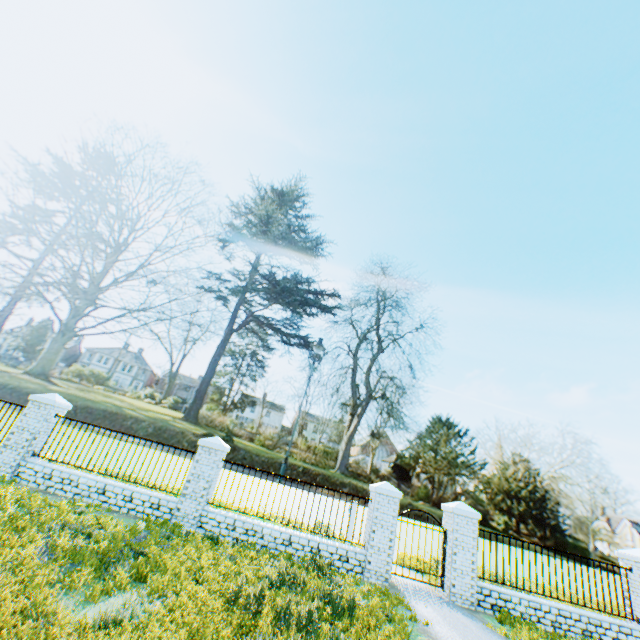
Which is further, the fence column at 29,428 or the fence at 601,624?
the fence column at 29,428

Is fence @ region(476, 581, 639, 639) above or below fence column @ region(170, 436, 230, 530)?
below

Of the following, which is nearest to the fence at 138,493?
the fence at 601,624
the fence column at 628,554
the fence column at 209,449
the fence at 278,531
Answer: the fence column at 209,449

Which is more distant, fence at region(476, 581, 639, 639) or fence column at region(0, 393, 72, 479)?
fence column at region(0, 393, 72, 479)

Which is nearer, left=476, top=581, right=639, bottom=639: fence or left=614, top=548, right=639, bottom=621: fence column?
left=476, top=581, right=639, bottom=639: fence

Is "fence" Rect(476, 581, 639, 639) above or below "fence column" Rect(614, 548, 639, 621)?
below

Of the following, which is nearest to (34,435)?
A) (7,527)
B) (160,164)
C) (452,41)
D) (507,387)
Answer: (7,527)

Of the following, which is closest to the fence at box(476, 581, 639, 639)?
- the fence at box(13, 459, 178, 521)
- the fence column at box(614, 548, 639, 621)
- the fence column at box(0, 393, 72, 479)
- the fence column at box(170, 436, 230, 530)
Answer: the fence column at box(614, 548, 639, 621)
